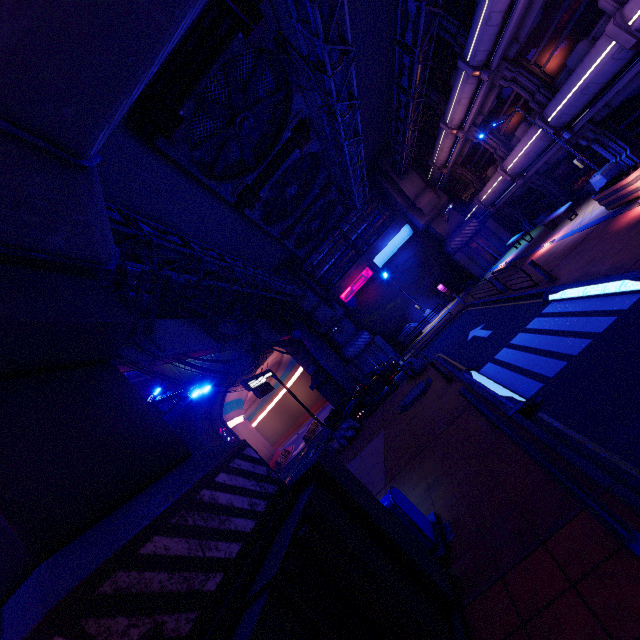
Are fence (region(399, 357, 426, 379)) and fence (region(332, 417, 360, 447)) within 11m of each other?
yes

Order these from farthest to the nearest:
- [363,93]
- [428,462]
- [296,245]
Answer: [296,245] → [363,93] → [428,462]

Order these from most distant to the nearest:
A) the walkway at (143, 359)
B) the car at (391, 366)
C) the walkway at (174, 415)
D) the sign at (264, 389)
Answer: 1. the walkway at (174, 415)
2. the sign at (264, 389)
3. the car at (391, 366)
4. the walkway at (143, 359)

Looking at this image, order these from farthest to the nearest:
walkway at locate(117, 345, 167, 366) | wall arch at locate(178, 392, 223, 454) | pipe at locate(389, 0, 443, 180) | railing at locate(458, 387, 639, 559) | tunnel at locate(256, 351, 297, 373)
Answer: tunnel at locate(256, 351, 297, 373) → wall arch at locate(178, 392, 223, 454) → pipe at locate(389, 0, 443, 180) → walkway at locate(117, 345, 167, 366) → railing at locate(458, 387, 639, 559)

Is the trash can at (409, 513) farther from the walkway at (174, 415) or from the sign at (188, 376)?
the sign at (188, 376)

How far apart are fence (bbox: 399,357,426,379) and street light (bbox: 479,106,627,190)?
11.1 meters

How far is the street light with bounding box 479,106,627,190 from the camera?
13.95m

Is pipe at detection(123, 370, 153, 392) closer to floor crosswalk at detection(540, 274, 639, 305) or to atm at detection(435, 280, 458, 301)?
floor crosswalk at detection(540, 274, 639, 305)
